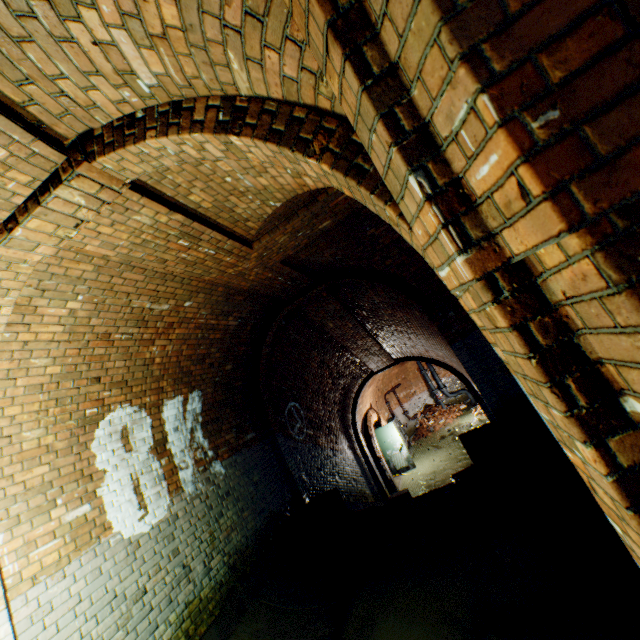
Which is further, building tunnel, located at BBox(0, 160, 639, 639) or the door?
the door

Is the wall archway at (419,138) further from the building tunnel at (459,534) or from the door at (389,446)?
the door at (389,446)

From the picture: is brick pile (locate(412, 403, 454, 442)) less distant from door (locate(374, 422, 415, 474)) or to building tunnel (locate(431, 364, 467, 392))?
building tunnel (locate(431, 364, 467, 392))

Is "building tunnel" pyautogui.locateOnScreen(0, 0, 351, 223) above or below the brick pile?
above

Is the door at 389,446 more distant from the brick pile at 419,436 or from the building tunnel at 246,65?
the brick pile at 419,436

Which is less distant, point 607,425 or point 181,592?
point 607,425

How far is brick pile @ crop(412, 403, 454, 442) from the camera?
17.2 meters

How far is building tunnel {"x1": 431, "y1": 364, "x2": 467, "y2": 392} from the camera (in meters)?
19.58
